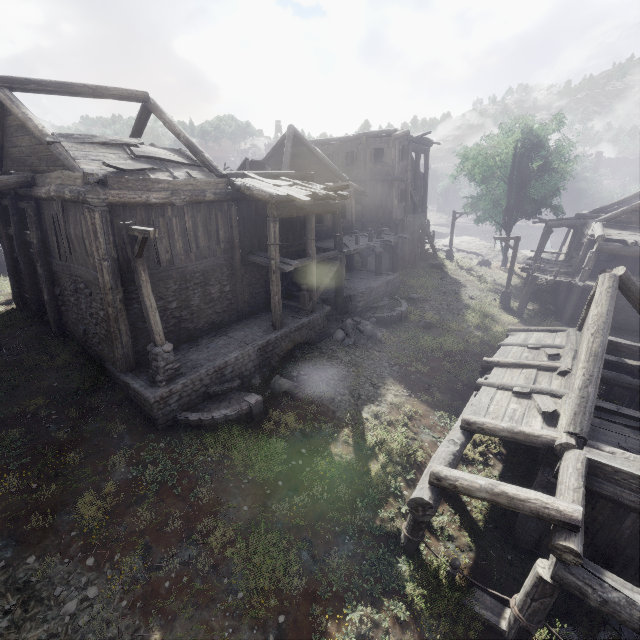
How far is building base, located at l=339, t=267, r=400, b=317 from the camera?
17.3 meters

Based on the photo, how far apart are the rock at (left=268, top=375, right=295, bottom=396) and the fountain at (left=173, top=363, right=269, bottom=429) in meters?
0.3 m

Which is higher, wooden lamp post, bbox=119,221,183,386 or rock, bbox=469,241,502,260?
wooden lamp post, bbox=119,221,183,386

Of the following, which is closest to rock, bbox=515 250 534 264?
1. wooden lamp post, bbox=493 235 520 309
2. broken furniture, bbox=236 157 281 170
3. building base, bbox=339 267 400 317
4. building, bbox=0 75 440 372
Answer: building, bbox=0 75 440 372

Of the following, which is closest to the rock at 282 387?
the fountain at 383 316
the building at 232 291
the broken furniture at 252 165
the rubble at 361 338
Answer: the building at 232 291

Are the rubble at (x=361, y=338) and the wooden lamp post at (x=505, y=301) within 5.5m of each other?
no

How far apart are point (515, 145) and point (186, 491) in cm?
3460

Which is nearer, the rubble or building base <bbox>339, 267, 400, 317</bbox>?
the rubble
